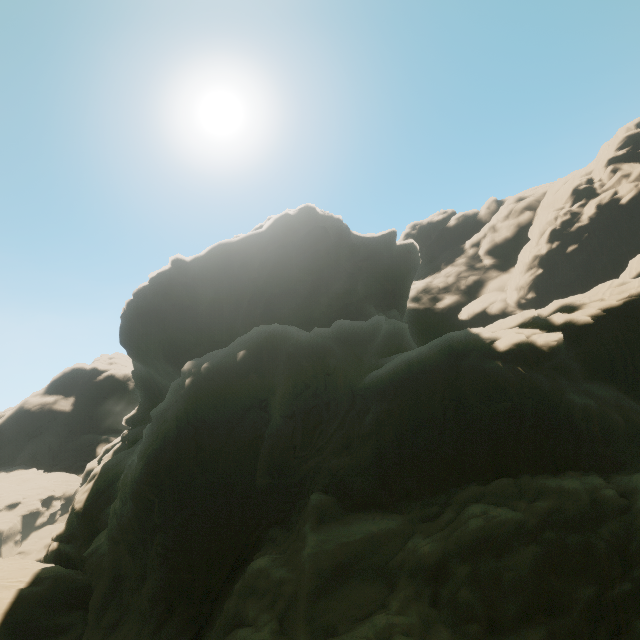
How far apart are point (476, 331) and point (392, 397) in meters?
8.8 m
